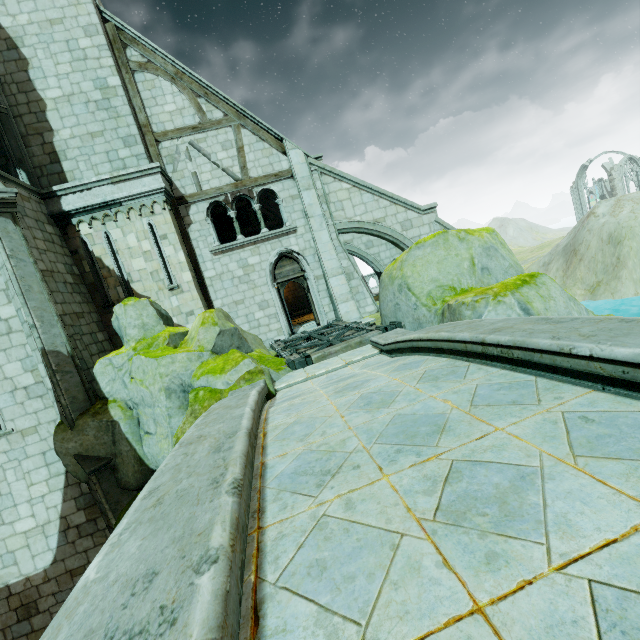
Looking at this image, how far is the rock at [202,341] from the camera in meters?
6.6 m

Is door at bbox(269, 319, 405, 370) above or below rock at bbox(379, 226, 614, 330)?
below

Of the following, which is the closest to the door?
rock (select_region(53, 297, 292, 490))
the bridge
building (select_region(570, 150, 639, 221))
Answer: rock (select_region(53, 297, 292, 490))

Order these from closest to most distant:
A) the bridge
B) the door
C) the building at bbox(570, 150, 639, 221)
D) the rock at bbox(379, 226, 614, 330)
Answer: Result:
the bridge
the rock at bbox(379, 226, 614, 330)
the door
the building at bbox(570, 150, 639, 221)

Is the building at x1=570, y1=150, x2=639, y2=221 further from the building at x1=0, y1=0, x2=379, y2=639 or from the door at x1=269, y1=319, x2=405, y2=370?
the door at x1=269, y1=319, x2=405, y2=370

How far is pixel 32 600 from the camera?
7.7 meters

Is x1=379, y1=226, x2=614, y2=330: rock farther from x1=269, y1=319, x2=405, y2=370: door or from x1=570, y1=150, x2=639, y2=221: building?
x1=570, y1=150, x2=639, y2=221: building

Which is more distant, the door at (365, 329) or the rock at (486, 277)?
the door at (365, 329)
